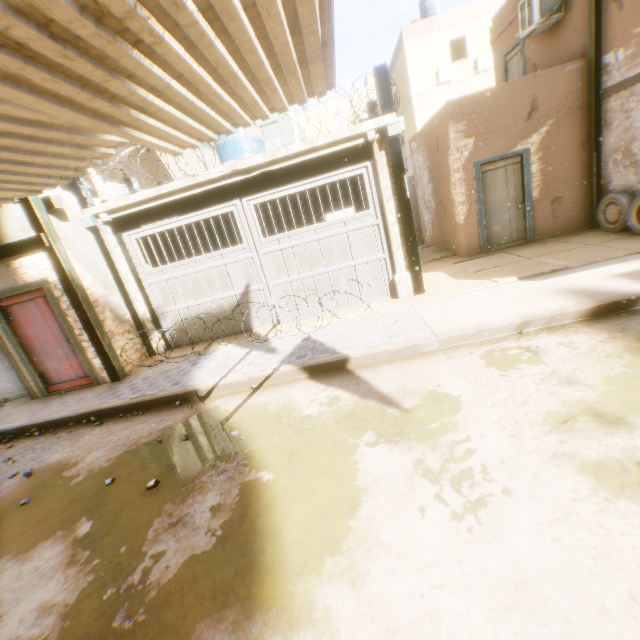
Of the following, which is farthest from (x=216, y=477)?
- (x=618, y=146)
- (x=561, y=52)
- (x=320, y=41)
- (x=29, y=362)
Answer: Answer: (x=561, y=52)

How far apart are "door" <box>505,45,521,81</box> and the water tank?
8.8 meters

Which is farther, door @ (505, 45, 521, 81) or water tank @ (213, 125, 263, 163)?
door @ (505, 45, 521, 81)

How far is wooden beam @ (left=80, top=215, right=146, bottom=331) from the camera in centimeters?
717cm

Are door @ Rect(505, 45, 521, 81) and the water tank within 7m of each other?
no

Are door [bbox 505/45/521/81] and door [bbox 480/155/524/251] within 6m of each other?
yes

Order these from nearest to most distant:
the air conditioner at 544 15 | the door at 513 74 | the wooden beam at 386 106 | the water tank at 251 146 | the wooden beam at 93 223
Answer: the wooden beam at 386 106, the wooden beam at 93 223, the air conditioner at 544 15, the water tank at 251 146, the door at 513 74

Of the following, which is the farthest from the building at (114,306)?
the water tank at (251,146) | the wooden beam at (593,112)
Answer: the water tank at (251,146)
